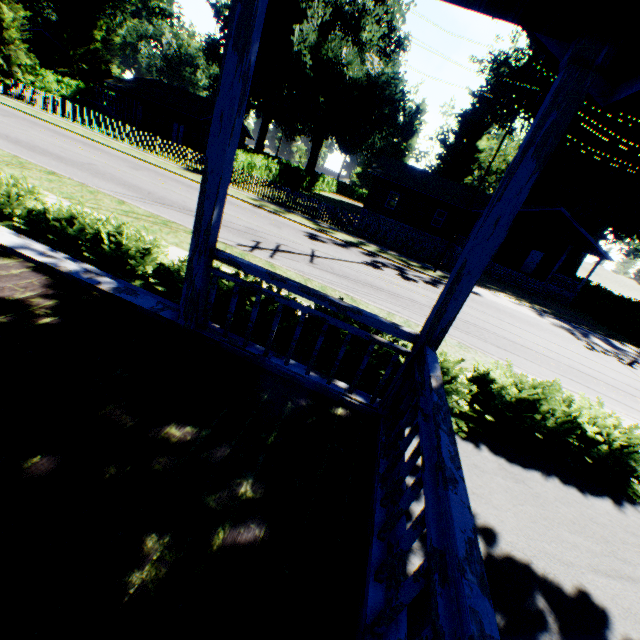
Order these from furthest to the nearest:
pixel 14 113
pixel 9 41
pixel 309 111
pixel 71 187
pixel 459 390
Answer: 1. pixel 309 111
2. pixel 9 41
3. pixel 14 113
4. pixel 71 187
5. pixel 459 390

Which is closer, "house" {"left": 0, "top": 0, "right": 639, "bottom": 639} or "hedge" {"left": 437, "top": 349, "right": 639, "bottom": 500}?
"house" {"left": 0, "top": 0, "right": 639, "bottom": 639}

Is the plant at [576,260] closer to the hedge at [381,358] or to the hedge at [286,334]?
the hedge at [381,358]

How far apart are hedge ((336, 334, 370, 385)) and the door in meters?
32.1

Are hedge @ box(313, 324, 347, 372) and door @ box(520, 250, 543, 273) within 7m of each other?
no

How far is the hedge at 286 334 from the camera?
5.72m

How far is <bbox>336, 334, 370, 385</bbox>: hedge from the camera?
5.4 meters
